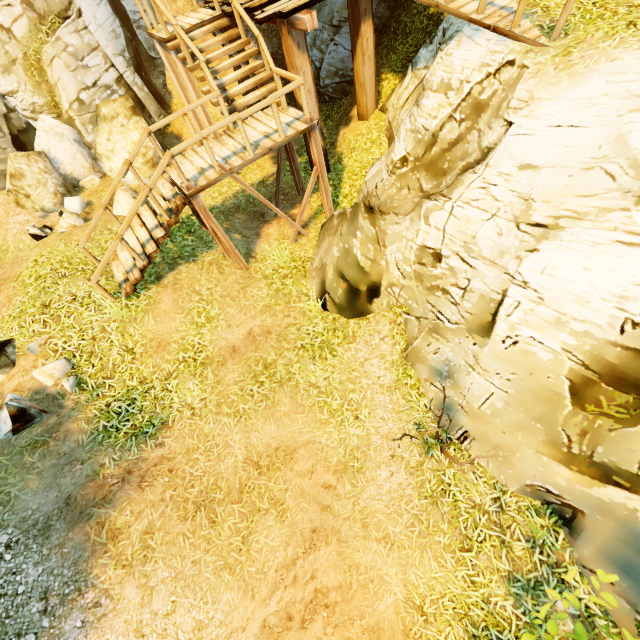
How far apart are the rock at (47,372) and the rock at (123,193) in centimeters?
523cm

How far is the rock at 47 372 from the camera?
6.3m

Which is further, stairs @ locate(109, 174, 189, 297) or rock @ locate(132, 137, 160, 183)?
rock @ locate(132, 137, 160, 183)

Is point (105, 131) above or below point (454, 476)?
above

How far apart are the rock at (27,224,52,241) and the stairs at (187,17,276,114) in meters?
6.2 m

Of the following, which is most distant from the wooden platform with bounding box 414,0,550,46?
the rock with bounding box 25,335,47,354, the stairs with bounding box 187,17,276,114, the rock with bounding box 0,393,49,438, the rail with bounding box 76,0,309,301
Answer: the rock with bounding box 0,393,49,438

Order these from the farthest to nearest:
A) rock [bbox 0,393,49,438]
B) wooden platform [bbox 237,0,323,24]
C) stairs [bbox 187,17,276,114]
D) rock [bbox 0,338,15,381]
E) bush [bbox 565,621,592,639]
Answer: stairs [bbox 187,17,276,114]
wooden platform [bbox 237,0,323,24]
rock [bbox 0,338,15,381]
rock [bbox 0,393,49,438]
bush [bbox 565,621,592,639]

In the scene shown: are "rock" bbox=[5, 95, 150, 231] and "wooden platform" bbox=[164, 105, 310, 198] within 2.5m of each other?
no
